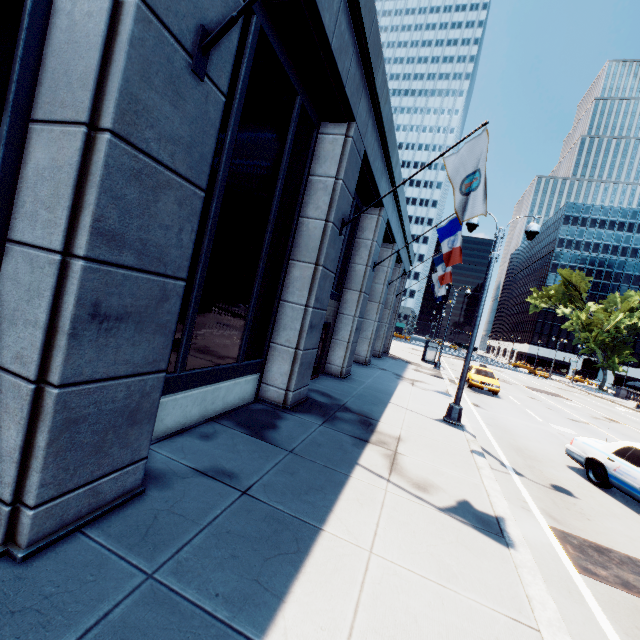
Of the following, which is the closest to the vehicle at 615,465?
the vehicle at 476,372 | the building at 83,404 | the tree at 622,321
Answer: the building at 83,404

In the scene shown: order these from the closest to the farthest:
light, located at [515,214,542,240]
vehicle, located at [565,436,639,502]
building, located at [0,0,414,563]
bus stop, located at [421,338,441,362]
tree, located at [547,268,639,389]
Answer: building, located at [0,0,414,563]
vehicle, located at [565,436,639,502]
light, located at [515,214,542,240]
bus stop, located at [421,338,441,362]
tree, located at [547,268,639,389]

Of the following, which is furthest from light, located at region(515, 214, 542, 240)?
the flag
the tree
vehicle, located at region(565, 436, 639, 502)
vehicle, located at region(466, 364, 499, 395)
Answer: the tree

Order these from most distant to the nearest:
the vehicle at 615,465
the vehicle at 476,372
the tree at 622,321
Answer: the tree at 622,321
the vehicle at 476,372
the vehicle at 615,465

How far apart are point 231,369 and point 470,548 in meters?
5.4

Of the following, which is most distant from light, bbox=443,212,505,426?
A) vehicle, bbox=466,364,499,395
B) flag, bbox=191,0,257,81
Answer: vehicle, bbox=466,364,499,395

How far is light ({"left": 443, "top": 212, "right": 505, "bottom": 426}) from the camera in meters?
11.0 m

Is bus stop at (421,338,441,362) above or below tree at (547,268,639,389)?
below
